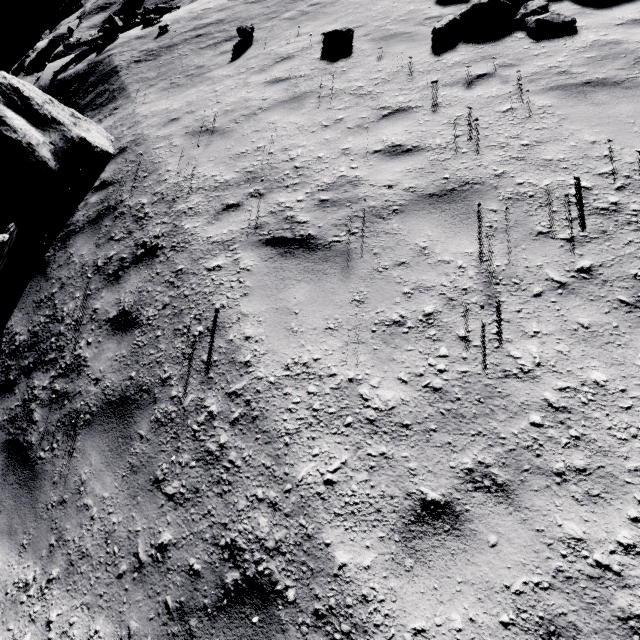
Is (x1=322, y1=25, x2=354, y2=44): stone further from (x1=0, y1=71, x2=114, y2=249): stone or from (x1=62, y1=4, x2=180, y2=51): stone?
(x1=62, y1=4, x2=180, y2=51): stone

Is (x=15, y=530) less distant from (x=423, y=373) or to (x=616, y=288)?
(x=423, y=373)

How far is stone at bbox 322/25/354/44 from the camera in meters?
6.6 m

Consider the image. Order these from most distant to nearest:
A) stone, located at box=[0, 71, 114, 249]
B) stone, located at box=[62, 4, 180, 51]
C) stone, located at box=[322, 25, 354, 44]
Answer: stone, located at box=[62, 4, 180, 51] < stone, located at box=[322, 25, 354, 44] < stone, located at box=[0, 71, 114, 249]

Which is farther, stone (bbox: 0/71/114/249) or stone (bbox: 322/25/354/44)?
stone (bbox: 322/25/354/44)

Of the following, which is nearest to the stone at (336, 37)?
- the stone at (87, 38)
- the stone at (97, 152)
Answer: the stone at (97, 152)
